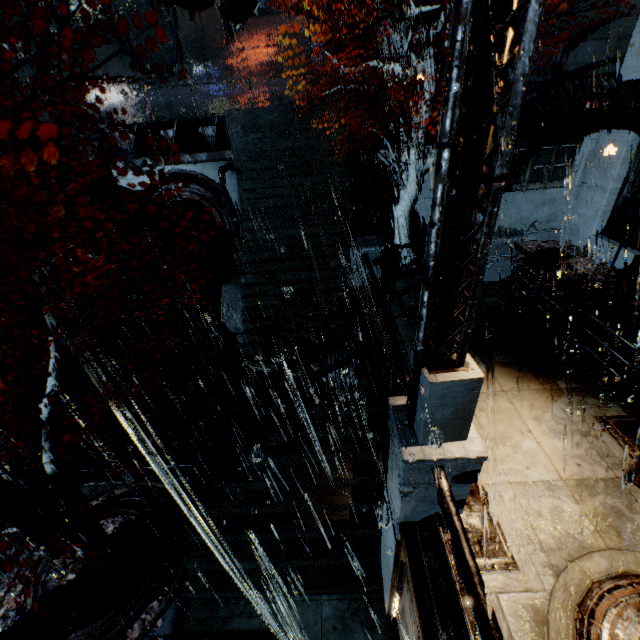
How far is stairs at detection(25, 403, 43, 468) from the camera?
11.20m

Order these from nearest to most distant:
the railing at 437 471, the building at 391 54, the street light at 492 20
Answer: the street light at 492 20, the railing at 437 471, the building at 391 54

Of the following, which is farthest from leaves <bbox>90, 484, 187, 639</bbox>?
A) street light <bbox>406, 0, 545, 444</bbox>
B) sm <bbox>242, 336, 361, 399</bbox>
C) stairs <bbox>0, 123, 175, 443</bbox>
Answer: street light <bbox>406, 0, 545, 444</bbox>

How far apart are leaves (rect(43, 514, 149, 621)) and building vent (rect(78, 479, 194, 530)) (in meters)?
0.00

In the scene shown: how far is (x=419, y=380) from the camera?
3.9m

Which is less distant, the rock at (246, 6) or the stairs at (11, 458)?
the stairs at (11, 458)

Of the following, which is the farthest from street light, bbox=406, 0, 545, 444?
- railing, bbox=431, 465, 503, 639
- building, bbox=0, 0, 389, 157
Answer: building, bbox=0, 0, 389, 157

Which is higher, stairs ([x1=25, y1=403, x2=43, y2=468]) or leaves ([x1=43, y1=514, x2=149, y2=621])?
stairs ([x1=25, y1=403, x2=43, y2=468])
